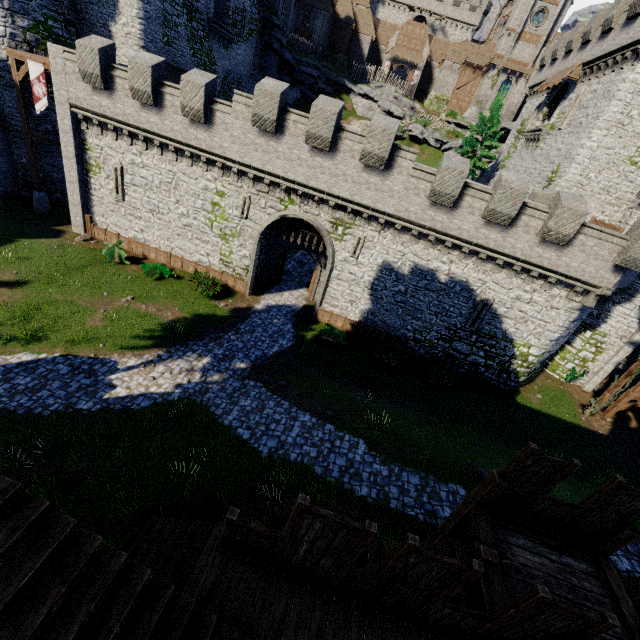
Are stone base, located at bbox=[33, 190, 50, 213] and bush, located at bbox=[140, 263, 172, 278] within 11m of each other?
yes

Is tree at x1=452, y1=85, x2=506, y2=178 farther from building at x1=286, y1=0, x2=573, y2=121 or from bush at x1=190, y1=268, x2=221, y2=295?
bush at x1=190, y1=268, x2=221, y2=295

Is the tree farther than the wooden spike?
No

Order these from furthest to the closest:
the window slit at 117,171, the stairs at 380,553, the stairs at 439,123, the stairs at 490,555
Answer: the stairs at 439,123 < the window slit at 117,171 < the stairs at 380,553 < the stairs at 490,555

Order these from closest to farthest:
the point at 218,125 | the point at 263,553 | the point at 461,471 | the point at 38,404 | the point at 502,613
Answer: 1. the point at 502,613
2. the point at 263,553
3. the point at 38,404
4. the point at 461,471
5. the point at 218,125

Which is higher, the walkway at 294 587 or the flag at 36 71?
the flag at 36 71

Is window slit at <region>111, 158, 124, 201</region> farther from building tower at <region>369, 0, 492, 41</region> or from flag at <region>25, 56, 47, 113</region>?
building tower at <region>369, 0, 492, 41</region>

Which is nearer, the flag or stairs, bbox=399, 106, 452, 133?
the flag
